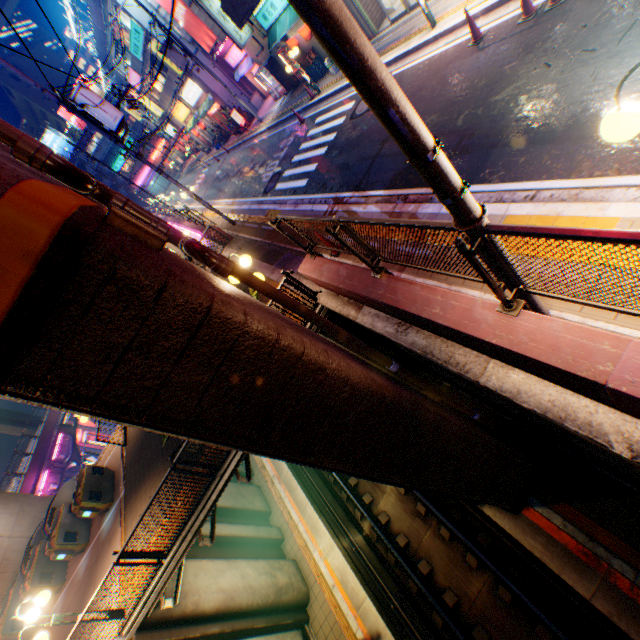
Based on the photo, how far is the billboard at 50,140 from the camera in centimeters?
5856cm

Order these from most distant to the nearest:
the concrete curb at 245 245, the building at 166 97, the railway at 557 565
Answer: the building at 166 97, the concrete curb at 245 245, the railway at 557 565

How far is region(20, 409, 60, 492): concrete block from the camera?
24.08m

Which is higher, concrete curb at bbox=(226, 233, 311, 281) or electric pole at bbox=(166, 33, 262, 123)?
electric pole at bbox=(166, 33, 262, 123)

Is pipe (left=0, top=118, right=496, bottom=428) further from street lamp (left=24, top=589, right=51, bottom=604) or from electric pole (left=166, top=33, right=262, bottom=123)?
electric pole (left=166, top=33, right=262, bottom=123)

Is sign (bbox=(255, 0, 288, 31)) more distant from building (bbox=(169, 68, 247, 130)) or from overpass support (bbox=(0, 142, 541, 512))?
building (bbox=(169, 68, 247, 130))

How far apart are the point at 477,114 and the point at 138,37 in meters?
29.4

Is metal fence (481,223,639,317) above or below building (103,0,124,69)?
below
